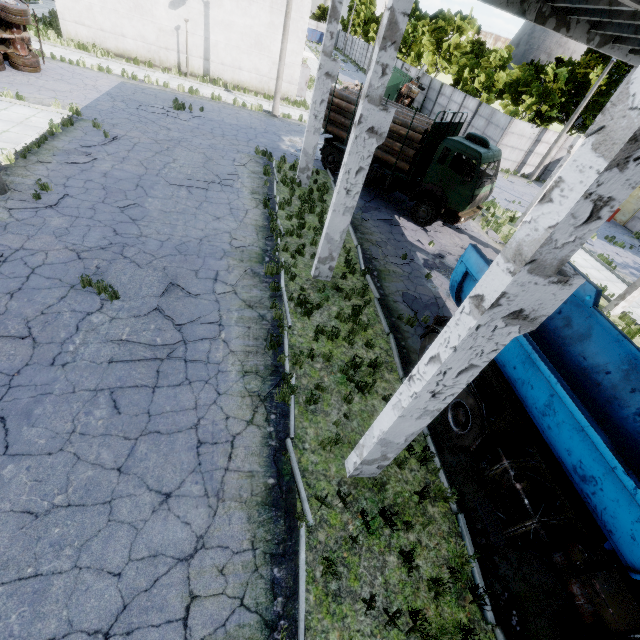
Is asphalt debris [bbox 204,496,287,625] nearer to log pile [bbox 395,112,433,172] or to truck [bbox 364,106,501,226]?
truck [bbox 364,106,501,226]

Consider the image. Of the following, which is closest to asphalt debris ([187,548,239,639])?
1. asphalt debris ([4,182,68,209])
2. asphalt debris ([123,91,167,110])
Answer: asphalt debris ([4,182,68,209])

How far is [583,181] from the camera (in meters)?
2.29

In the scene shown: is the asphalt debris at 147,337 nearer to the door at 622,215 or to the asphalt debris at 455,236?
the asphalt debris at 455,236

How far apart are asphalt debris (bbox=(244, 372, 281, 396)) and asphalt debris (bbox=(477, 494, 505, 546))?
4.63m

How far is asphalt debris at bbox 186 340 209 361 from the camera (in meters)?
7.00

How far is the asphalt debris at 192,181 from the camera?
12.30m

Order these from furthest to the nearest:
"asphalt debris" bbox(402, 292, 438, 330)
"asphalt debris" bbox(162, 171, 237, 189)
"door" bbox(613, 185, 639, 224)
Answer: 1. "door" bbox(613, 185, 639, 224)
2. "asphalt debris" bbox(162, 171, 237, 189)
3. "asphalt debris" bbox(402, 292, 438, 330)
